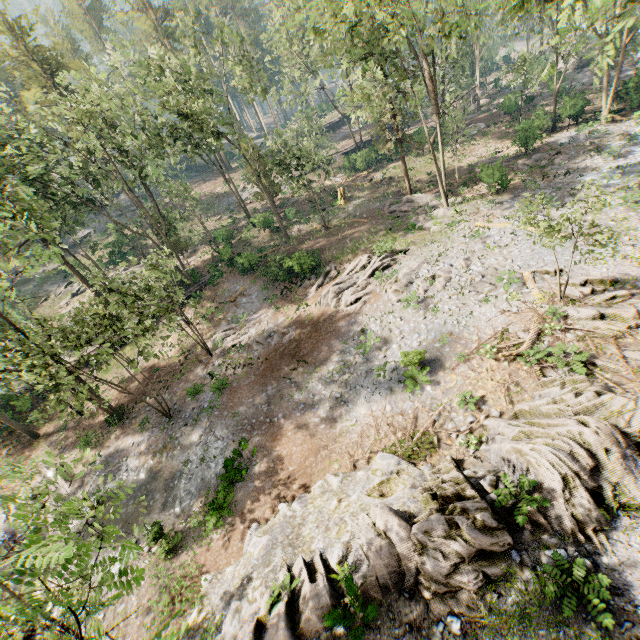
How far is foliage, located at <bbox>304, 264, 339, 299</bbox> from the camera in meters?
26.7

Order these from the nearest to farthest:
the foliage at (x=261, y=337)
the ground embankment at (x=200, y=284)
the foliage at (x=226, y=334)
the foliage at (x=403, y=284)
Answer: the foliage at (x=403, y=284) < the foliage at (x=261, y=337) < the foliage at (x=226, y=334) < the ground embankment at (x=200, y=284)

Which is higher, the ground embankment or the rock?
the ground embankment

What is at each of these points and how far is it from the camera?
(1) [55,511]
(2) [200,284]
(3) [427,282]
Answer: (1) foliage, 6.25m
(2) ground embankment, 34.00m
(3) foliage, 21.25m

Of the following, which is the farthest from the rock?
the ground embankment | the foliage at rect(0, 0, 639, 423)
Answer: the ground embankment

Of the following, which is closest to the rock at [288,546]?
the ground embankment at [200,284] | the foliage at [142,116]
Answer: the foliage at [142,116]

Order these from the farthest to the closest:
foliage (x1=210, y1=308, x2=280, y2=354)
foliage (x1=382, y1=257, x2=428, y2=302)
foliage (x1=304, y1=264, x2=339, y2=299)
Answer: foliage (x1=304, y1=264, x2=339, y2=299) < foliage (x1=210, y1=308, x2=280, y2=354) < foliage (x1=382, y1=257, x2=428, y2=302)

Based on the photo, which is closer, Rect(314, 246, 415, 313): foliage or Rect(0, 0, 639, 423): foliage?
Rect(0, 0, 639, 423): foliage
